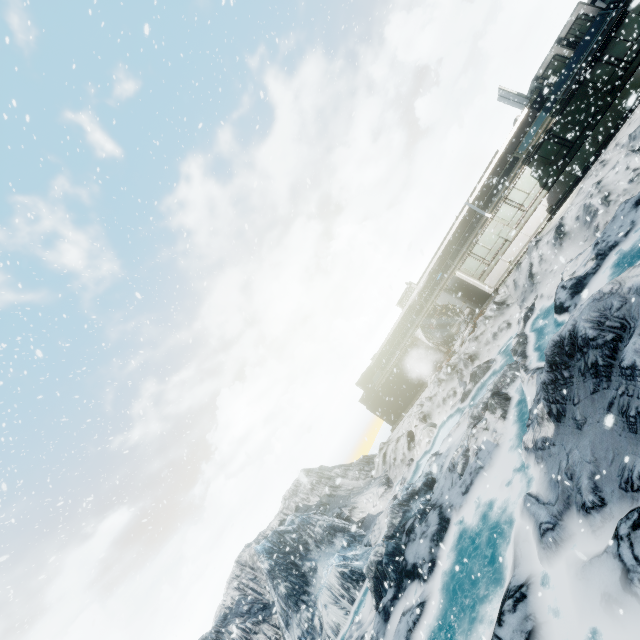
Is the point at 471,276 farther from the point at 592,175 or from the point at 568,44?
the point at 568,44
